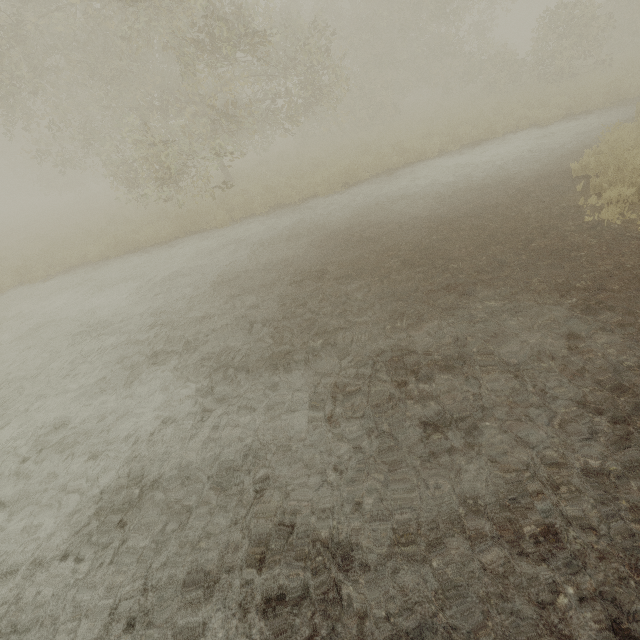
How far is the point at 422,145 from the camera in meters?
12.1 m
